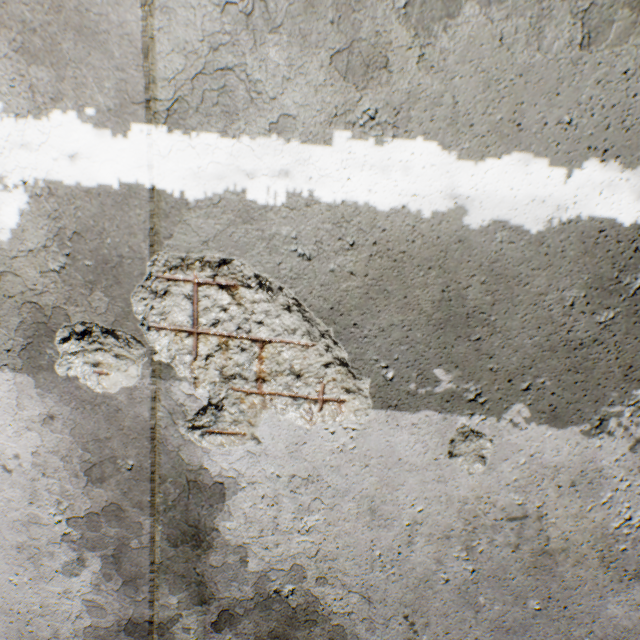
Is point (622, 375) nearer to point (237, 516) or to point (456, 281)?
point (456, 281)
